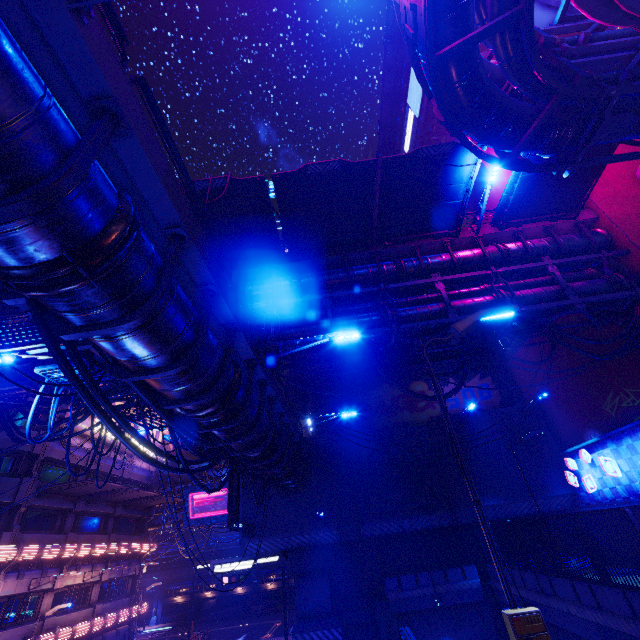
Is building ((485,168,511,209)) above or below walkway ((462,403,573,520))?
above

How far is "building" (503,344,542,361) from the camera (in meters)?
21.25

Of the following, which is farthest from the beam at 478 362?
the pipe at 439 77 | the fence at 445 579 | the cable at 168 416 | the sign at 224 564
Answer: the cable at 168 416

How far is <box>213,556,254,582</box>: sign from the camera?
22.3m

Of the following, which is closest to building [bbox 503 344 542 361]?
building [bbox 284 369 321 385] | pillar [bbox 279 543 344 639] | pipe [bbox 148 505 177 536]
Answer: building [bbox 284 369 321 385]

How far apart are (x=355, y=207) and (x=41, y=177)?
12.1 meters

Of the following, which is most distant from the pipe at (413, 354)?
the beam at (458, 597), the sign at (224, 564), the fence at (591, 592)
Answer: the sign at (224, 564)

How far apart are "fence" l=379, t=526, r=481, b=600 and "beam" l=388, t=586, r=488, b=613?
0.0 meters
